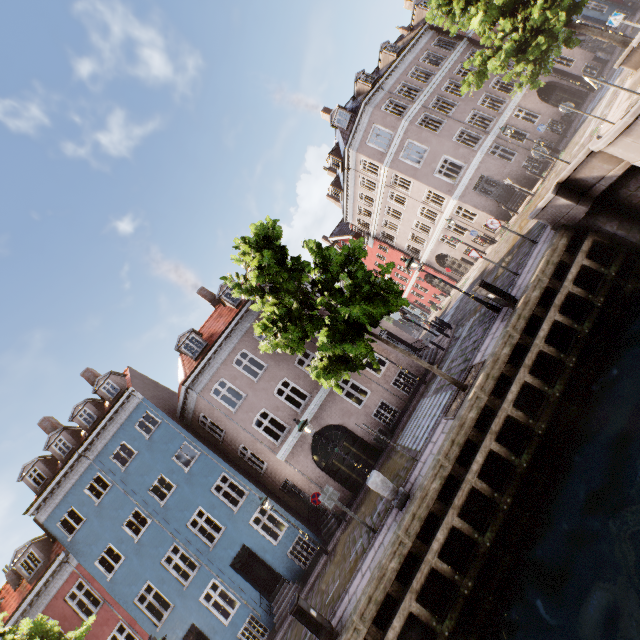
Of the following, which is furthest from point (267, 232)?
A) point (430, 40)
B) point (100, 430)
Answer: point (430, 40)

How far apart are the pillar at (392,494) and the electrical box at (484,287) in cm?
620

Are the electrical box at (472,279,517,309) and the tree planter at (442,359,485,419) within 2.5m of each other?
yes

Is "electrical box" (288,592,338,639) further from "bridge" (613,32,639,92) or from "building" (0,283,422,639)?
"bridge" (613,32,639,92)

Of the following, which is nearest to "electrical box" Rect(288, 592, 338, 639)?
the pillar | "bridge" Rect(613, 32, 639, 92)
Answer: the pillar

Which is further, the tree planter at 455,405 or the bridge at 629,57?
the bridge at 629,57

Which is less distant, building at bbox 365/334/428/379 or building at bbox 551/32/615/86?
building at bbox 365/334/428/379

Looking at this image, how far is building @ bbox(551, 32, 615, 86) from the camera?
24.11m
